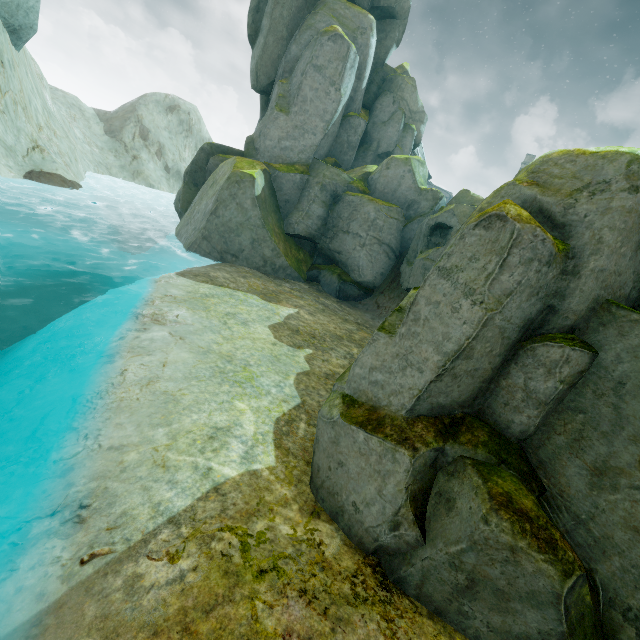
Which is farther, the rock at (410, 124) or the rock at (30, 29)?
the rock at (30, 29)

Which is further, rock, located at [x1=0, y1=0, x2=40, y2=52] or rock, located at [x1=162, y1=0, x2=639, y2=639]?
rock, located at [x1=0, y1=0, x2=40, y2=52]

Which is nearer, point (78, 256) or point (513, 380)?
point (513, 380)
